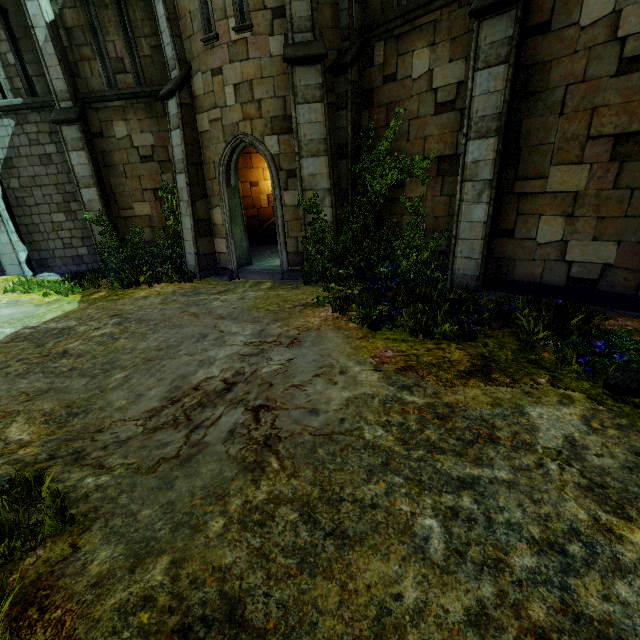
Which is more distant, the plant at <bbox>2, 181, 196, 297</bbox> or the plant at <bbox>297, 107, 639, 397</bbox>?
the plant at <bbox>2, 181, 196, 297</bbox>

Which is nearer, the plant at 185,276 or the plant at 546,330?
the plant at 546,330

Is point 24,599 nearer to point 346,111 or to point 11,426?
point 11,426
